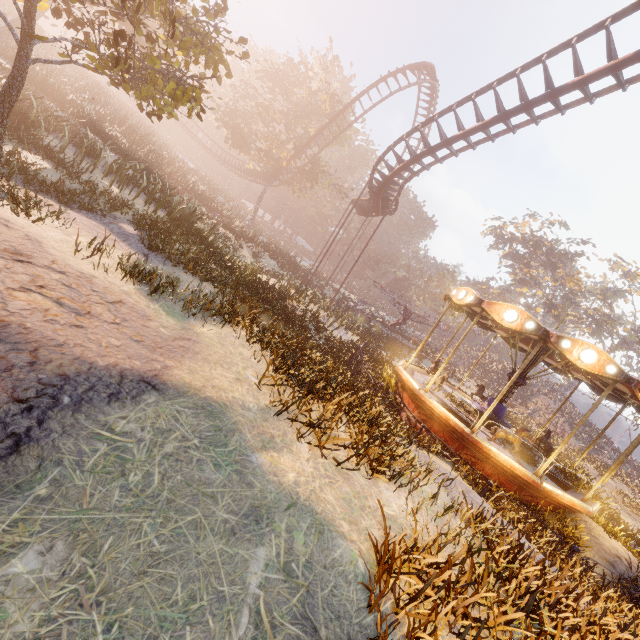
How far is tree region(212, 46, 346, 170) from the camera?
33.2m

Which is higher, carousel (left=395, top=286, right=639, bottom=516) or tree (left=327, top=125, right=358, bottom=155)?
tree (left=327, top=125, right=358, bottom=155)

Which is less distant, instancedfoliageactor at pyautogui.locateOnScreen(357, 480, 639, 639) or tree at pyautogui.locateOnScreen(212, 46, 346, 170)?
instancedfoliageactor at pyautogui.locateOnScreen(357, 480, 639, 639)

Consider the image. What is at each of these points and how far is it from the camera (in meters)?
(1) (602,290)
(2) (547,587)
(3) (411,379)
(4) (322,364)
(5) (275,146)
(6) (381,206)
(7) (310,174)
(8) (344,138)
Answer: (1) tree, 47.62
(2) instancedfoliageactor, 3.61
(3) carousel, 11.48
(4) instancedfoliageactor, 7.61
(5) tree, 33.69
(6) roller coaster, 23.84
(7) tree, 43.00
(8) tree, 36.72

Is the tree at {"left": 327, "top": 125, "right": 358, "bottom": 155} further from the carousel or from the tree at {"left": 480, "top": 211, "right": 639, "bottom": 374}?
the tree at {"left": 480, "top": 211, "right": 639, "bottom": 374}

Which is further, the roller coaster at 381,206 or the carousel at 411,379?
the roller coaster at 381,206

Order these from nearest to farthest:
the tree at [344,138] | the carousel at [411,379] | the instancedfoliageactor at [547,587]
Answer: the instancedfoliageactor at [547,587]
the carousel at [411,379]
the tree at [344,138]
